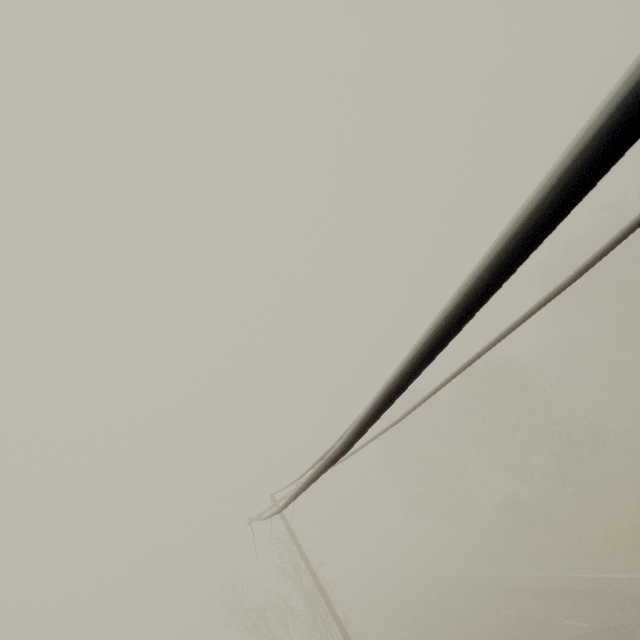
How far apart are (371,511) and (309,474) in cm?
2675
